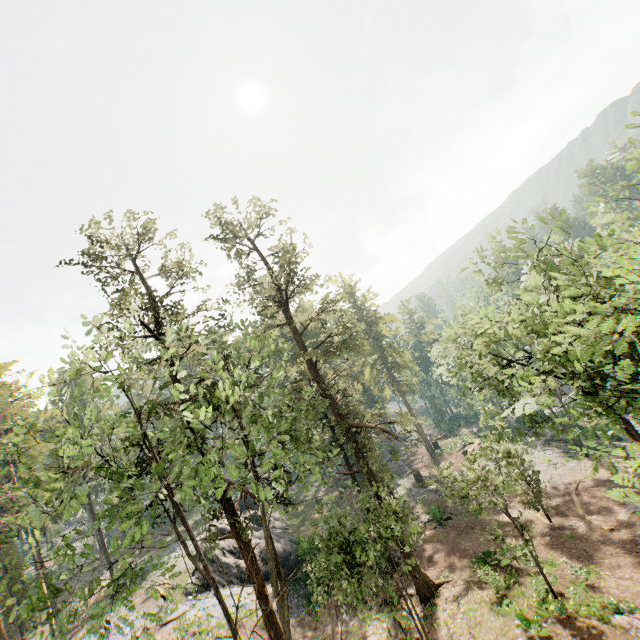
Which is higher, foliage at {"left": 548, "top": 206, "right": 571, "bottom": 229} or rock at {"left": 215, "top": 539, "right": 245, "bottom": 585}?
foliage at {"left": 548, "top": 206, "right": 571, "bottom": 229}

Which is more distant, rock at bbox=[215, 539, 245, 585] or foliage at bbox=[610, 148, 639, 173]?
rock at bbox=[215, 539, 245, 585]

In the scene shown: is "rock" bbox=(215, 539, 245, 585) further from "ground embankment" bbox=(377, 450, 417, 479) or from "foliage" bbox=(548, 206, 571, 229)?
"ground embankment" bbox=(377, 450, 417, 479)

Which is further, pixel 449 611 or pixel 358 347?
pixel 358 347

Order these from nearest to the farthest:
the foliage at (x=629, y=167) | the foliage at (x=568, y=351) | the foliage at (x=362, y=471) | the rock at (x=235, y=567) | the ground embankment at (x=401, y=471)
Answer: the foliage at (x=568, y=351)
the foliage at (x=629, y=167)
the foliage at (x=362, y=471)
the rock at (x=235, y=567)
the ground embankment at (x=401, y=471)

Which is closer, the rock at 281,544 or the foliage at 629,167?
the foliage at 629,167

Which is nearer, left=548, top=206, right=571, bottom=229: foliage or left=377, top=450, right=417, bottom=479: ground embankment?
left=548, top=206, right=571, bottom=229: foliage

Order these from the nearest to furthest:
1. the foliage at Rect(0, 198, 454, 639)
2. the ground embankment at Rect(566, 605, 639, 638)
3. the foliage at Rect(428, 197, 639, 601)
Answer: the foliage at Rect(428, 197, 639, 601) < the foliage at Rect(0, 198, 454, 639) < the ground embankment at Rect(566, 605, 639, 638)
